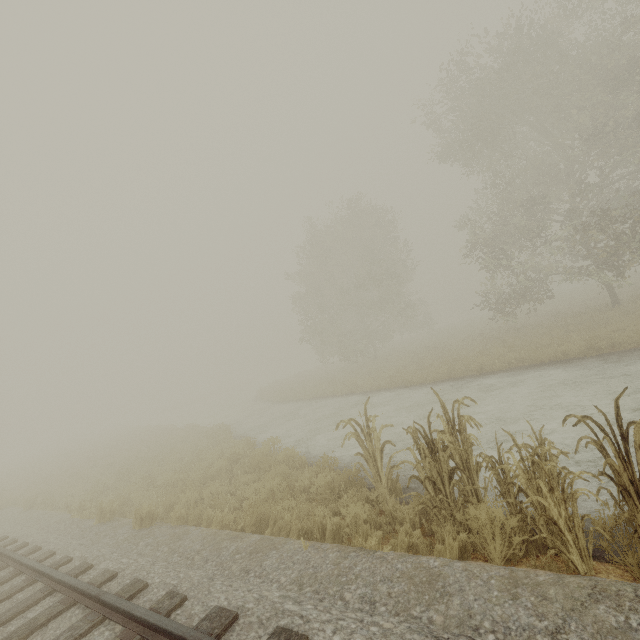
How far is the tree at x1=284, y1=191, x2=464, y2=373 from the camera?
26.8m

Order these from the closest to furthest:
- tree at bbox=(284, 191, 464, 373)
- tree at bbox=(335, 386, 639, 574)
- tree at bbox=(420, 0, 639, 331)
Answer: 1. tree at bbox=(335, 386, 639, 574)
2. tree at bbox=(420, 0, 639, 331)
3. tree at bbox=(284, 191, 464, 373)

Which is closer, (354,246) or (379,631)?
(379,631)

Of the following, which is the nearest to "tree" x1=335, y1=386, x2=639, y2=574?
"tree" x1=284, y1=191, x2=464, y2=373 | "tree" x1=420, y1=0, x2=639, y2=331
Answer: "tree" x1=420, y1=0, x2=639, y2=331

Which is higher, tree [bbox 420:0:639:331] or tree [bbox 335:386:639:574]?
tree [bbox 420:0:639:331]

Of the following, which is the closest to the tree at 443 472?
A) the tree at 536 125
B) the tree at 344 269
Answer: the tree at 536 125
